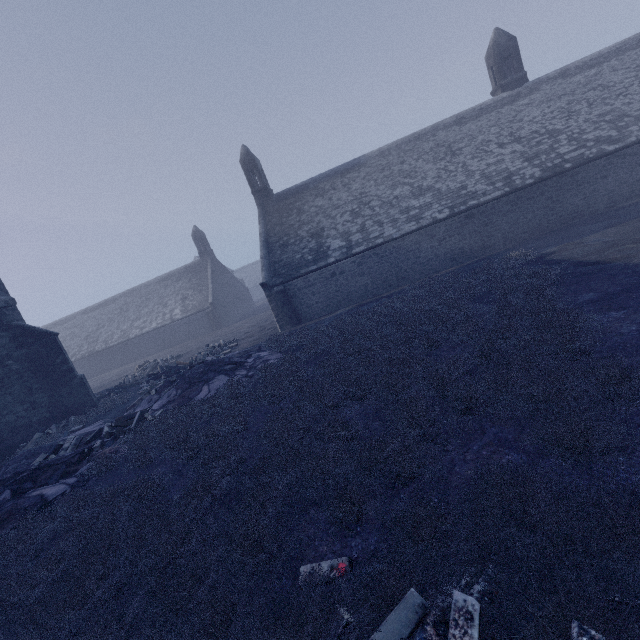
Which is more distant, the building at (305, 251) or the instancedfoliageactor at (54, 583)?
the building at (305, 251)

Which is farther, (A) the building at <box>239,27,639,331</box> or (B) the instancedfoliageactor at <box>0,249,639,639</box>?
(A) the building at <box>239,27,639,331</box>

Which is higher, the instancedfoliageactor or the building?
the building

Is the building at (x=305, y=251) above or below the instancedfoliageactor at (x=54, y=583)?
above

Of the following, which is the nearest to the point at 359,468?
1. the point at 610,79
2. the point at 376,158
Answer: the point at 376,158
